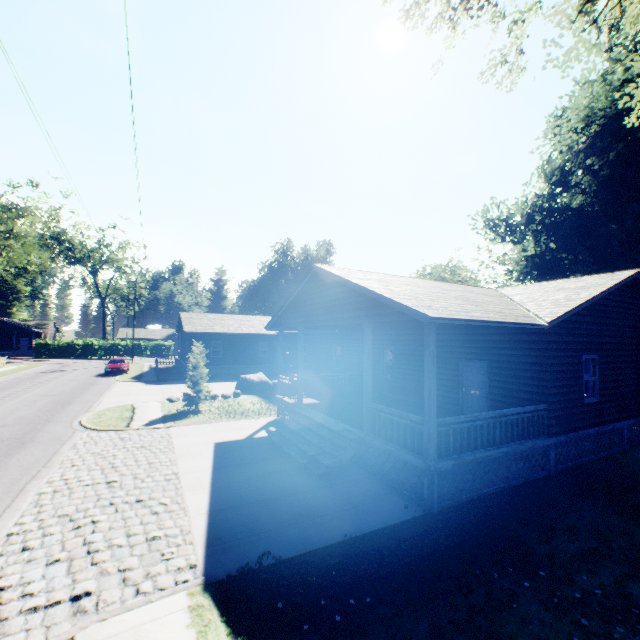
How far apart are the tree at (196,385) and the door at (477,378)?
12.8 meters

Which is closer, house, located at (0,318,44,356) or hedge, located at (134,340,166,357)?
house, located at (0,318,44,356)

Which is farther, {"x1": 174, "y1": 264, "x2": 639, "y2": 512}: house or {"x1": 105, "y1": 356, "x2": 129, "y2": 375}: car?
{"x1": 105, "y1": 356, "x2": 129, "y2": 375}: car

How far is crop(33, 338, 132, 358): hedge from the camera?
51.78m

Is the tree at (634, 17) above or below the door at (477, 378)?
above

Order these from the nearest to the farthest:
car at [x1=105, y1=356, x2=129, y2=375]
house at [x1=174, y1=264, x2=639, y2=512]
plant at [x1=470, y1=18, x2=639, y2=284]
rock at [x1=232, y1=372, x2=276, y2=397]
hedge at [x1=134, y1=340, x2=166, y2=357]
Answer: house at [x1=174, y1=264, x2=639, y2=512]
plant at [x1=470, y1=18, x2=639, y2=284]
rock at [x1=232, y1=372, x2=276, y2=397]
car at [x1=105, y1=356, x2=129, y2=375]
hedge at [x1=134, y1=340, x2=166, y2=357]

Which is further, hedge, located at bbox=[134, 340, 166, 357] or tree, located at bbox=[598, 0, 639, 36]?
hedge, located at bbox=[134, 340, 166, 357]

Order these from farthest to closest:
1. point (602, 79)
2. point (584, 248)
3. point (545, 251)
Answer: point (545, 251), point (584, 248), point (602, 79)
